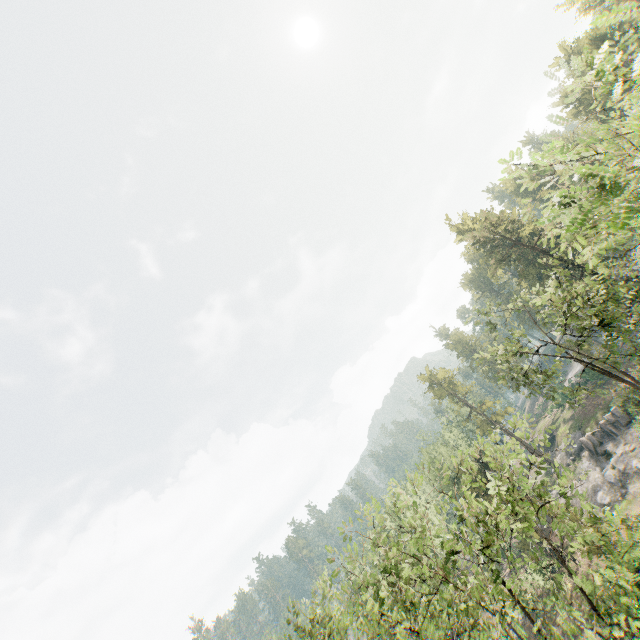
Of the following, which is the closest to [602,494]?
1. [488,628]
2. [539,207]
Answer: [488,628]

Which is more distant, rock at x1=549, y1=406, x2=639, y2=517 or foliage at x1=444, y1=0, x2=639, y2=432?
rock at x1=549, y1=406, x2=639, y2=517

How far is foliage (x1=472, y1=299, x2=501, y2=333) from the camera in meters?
28.5

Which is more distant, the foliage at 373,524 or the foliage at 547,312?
the foliage at 373,524

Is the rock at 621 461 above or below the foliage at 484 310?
below

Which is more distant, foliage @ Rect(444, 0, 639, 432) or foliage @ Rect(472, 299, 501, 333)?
foliage @ Rect(472, 299, 501, 333)

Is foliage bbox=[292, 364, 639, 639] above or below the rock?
above

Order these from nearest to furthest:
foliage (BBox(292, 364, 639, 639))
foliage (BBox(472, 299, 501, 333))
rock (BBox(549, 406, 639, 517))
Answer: foliage (BBox(292, 364, 639, 639)) < foliage (BBox(472, 299, 501, 333)) < rock (BBox(549, 406, 639, 517))
